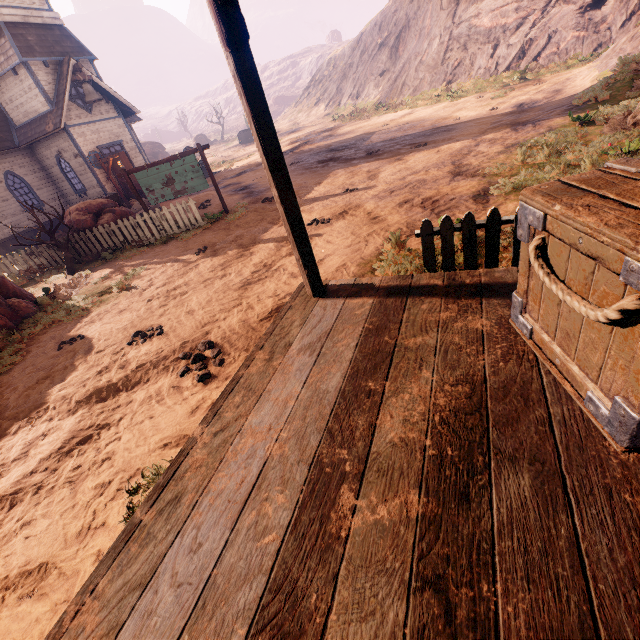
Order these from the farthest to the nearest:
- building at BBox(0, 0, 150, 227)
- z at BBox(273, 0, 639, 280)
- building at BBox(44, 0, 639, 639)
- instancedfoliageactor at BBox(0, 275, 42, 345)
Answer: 1. building at BBox(0, 0, 150, 227)
2. instancedfoliageactor at BBox(0, 275, 42, 345)
3. z at BBox(273, 0, 639, 280)
4. building at BBox(44, 0, 639, 639)

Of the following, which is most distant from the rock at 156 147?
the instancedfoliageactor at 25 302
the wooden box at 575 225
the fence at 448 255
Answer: the wooden box at 575 225

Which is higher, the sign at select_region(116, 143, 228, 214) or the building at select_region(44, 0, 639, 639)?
the sign at select_region(116, 143, 228, 214)

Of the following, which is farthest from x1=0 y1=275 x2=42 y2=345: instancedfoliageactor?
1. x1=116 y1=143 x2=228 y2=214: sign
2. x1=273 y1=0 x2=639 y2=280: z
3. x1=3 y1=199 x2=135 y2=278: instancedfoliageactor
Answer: x1=116 y1=143 x2=228 y2=214: sign

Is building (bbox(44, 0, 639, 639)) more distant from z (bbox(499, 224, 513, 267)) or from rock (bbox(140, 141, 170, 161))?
rock (bbox(140, 141, 170, 161))

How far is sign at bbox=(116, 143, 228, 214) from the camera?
10.94m

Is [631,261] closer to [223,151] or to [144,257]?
[144,257]

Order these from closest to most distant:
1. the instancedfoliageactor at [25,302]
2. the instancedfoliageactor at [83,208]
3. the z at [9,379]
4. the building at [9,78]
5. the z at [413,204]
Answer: the z at [9,379] < the z at [413,204] < the instancedfoliageactor at [25,302] < the instancedfoliageactor at [83,208] < the building at [9,78]
